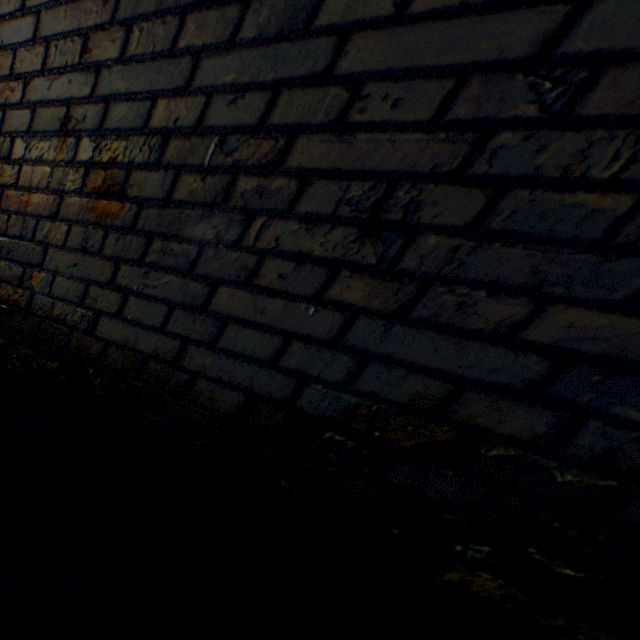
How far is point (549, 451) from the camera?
0.5 meters
